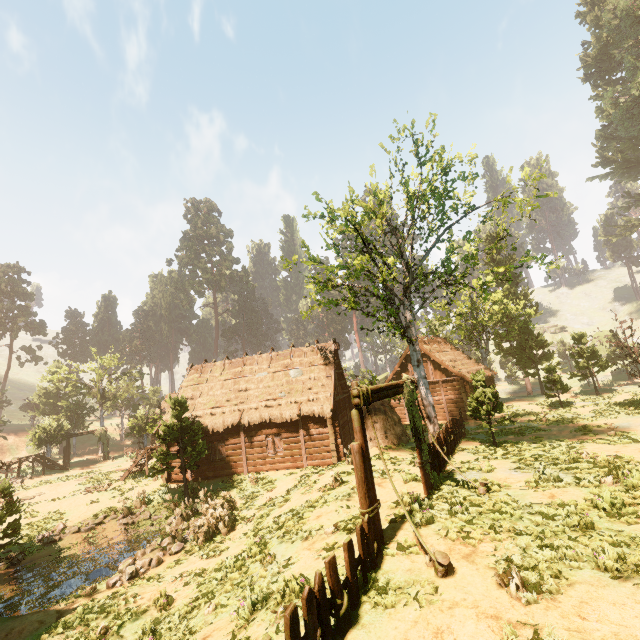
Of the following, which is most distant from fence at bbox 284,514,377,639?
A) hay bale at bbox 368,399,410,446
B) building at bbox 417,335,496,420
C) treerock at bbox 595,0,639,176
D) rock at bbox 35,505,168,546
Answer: building at bbox 417,335,496,420

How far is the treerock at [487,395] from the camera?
15.1m

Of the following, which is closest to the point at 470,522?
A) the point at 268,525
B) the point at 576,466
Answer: the point at 576,466

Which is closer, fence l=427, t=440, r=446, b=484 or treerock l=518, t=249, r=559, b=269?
fence l=427, t=440, r=446, b=484

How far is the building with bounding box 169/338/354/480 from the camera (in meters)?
19.94

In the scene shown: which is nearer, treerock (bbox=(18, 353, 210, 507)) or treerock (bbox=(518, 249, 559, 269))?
treerock (bbox=(518, 249, 559, 269))

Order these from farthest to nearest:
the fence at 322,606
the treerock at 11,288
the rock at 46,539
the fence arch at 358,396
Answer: the treerock at 11,288
the rock at 46,539
the fence arch at 358,396
the fence at 322,606

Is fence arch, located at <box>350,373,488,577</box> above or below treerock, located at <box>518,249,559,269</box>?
below
